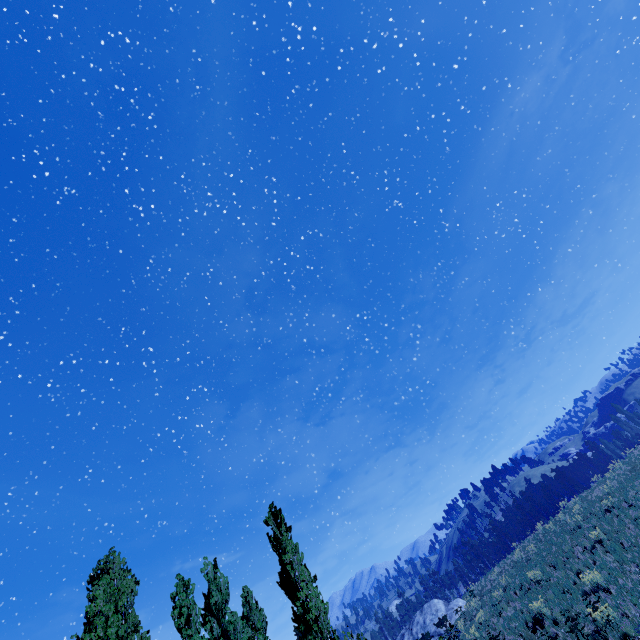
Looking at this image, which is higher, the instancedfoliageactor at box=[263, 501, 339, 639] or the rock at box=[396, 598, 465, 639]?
the instancedfoliageactor at box=[263, 501, 339, 639]

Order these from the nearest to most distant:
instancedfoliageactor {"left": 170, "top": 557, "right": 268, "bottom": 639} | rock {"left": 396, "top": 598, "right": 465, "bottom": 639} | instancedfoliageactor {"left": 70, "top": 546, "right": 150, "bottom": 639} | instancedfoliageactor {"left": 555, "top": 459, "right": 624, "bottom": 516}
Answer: instancedfoliageactor {"left": 70, "top": 546, "right": 150, "bottom": 639}, instancedfoliageactor {"left": 170, "top": 557, "right": 268, "bottom": 639}, instancedfoliageactor {"left": 555, "top": 459, "right": 624, "bottom": 516}, rock {"left": 396, "top": 598, "right": 465, "bottom": 639}

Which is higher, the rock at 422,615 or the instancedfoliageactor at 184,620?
the instancedfoliageactor at 184,620

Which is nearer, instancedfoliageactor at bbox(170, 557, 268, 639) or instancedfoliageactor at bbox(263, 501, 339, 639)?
instancedfoliageactor at bbox(263, 501, 339, 639)

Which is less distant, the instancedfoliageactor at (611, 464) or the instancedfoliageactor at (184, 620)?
the instancedfoliageactor at (184, 620)

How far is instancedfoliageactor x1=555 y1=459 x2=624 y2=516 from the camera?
27.1m

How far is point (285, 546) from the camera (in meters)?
14.62
